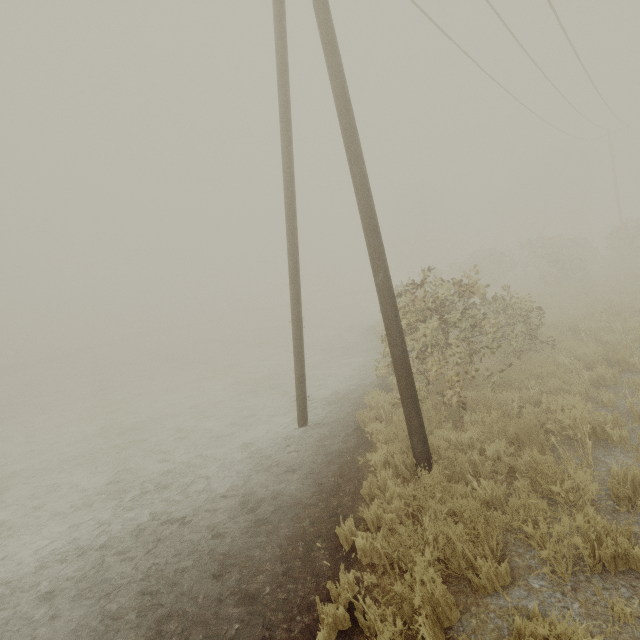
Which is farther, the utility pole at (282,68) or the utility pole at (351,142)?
the utility pole at (282,68)

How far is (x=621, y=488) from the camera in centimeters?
370cm

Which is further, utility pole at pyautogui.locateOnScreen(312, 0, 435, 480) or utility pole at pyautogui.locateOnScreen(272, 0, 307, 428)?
utility pole at pyautogui.locateOnScreen(272, 0, 307, 428)
